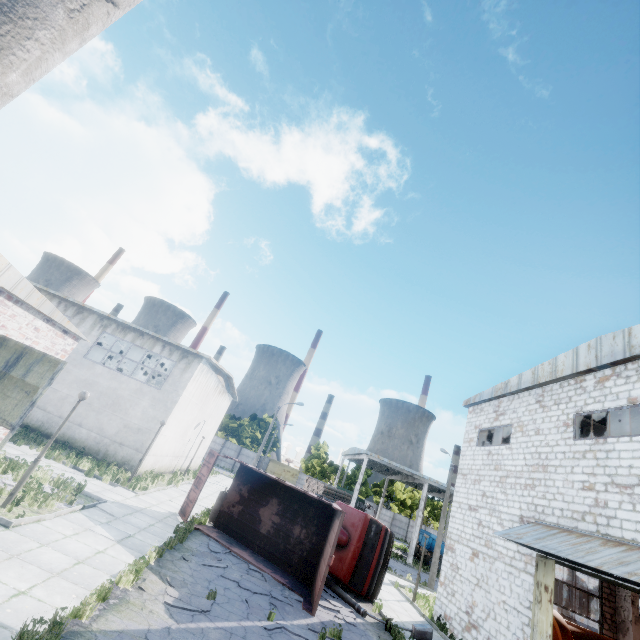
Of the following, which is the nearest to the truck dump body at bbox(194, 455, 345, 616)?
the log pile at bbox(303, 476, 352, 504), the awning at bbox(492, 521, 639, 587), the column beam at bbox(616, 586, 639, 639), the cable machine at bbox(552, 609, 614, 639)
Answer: the awning at bbox(492, 521, 639, 587)

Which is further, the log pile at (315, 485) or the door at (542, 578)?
the log pile at (315, 485)

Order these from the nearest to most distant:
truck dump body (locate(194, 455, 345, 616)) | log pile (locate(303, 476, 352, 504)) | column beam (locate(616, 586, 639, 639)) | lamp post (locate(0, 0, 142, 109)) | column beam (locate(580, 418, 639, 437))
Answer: lamp post (locate(0, 0, 142, 109)), truck dump body (locate(194, 455, 345, 616)), column beam (locate(580, 418, 639, 437)), column beam (locate(616, 586, 639, 639)), log pile (locate(303, 476, 352, 504))

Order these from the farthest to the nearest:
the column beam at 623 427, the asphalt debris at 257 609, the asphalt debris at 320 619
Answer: the column beam at 623 427, the asphalt debris at 320 619, the asphalt debris at 257 609

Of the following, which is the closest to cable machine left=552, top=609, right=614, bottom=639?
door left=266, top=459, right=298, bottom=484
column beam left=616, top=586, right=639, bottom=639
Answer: column beam left=616, top=586, right=639, bottom=639

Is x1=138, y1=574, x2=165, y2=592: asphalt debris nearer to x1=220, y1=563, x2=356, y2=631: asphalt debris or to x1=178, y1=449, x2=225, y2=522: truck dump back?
x1=220, y1=563, x2=356, y2=631: asphalt debris

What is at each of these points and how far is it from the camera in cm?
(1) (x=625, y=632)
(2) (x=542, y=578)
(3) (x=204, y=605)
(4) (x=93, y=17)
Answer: (1) column beam, 1586
(2) door, 1042
(3) asphalt debris, 816
(4) lamp post, 160

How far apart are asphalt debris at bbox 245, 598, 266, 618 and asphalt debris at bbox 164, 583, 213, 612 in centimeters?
100cm
